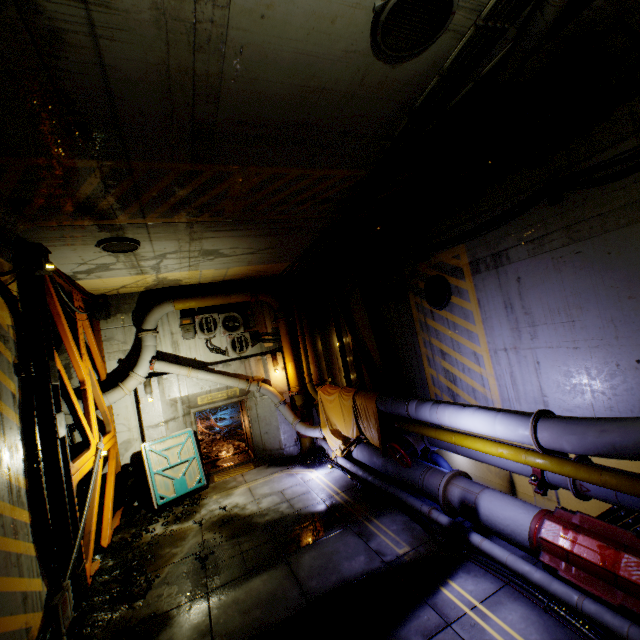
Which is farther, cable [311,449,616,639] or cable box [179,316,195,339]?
cable box [179,316,195,339]

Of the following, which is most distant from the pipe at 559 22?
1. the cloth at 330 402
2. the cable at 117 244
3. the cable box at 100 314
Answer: the cable at 117 244

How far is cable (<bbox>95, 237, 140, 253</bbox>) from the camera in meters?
6.8

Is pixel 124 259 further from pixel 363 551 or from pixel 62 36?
pixel 363 551

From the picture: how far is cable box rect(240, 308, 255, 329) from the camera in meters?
12.5 m

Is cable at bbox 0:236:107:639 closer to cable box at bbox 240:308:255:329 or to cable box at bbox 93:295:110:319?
cable box at bbox 93:295:110:319

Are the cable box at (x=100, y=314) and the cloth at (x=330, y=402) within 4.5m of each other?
no

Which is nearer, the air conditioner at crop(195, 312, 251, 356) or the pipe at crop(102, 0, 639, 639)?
the pipe at crop(102, 0, 639, 639)
